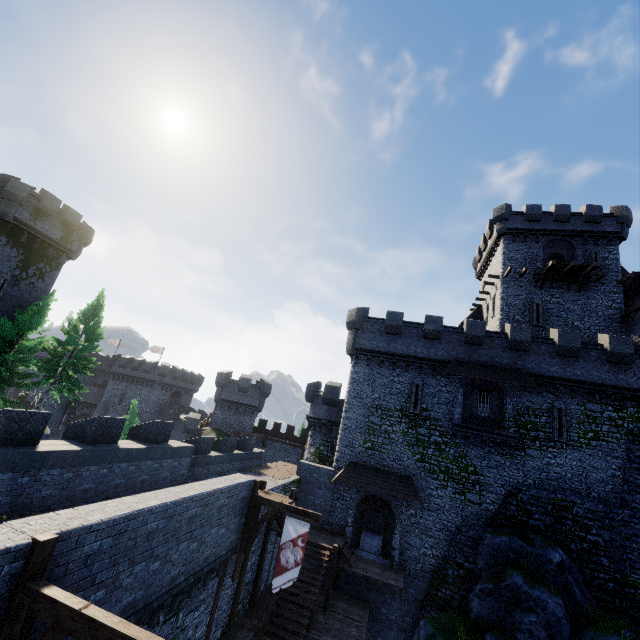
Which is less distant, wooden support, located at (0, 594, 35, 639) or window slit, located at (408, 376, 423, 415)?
wooden support, located at (0, 594, 35, 639)

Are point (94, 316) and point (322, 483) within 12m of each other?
no

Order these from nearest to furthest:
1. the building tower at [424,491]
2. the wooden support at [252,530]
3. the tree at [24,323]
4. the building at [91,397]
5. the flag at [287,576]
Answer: the flag at [287,576] < the wooden support at [252,530] < the building tower at [424,491] < the tree at [24,323] < the building at [91,397]

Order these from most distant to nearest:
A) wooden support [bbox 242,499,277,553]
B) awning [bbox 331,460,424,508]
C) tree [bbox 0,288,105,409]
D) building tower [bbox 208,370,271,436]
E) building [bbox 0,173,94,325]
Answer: building tower [bbox 208,370,271,436], building [bbox 0,173,94,325], tree [bbox 0,288,105,409], awning [bbox 331,460,424,508], wooden support [bbox 242,499,277,553]

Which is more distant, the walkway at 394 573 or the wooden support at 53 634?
the walkway at 394 573

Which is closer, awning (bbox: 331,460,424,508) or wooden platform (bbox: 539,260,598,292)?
awning (bbox: 331,460,424,508)

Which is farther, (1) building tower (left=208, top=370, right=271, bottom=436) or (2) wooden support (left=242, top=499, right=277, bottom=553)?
(1) building tower (left=208, top=370, right=271, bottom=436)

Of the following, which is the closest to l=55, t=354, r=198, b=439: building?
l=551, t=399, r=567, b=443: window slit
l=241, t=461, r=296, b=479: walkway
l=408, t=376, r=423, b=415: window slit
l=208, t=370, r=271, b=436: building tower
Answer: l=208, t=370, r=271, b=436: building tower
